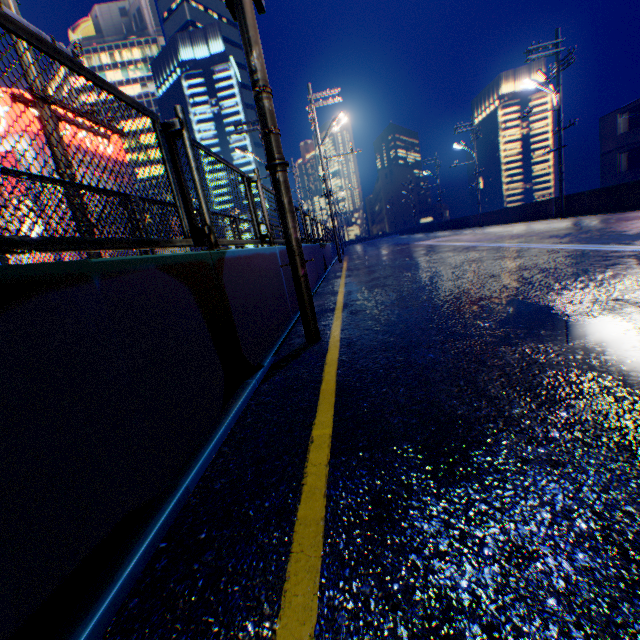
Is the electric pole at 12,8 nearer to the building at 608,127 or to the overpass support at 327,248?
the overpass support at 327,248

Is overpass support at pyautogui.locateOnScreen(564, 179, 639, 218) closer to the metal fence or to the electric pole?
the metal fence

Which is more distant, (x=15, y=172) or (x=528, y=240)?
(x=528, y=240)

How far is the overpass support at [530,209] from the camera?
20.2m

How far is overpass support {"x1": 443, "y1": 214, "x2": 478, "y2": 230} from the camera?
32.5 meters

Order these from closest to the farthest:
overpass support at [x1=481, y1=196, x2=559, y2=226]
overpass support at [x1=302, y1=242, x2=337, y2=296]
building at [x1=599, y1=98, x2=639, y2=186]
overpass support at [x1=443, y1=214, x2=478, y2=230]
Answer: overpass support at [x1=302, y1=242, x2=337, y2=296]
overpass support at [x1=481, y1=196, x2=559, y2=226]
building at [x1=599, y1=98, x2=639, y2=186]
overpass support at [x1=443, y1=214, x2=478, y2=230]

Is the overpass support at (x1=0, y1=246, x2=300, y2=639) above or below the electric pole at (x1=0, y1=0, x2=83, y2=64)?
below

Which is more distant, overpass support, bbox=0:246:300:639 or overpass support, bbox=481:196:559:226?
overpass support, bbox=481:196:559:226
